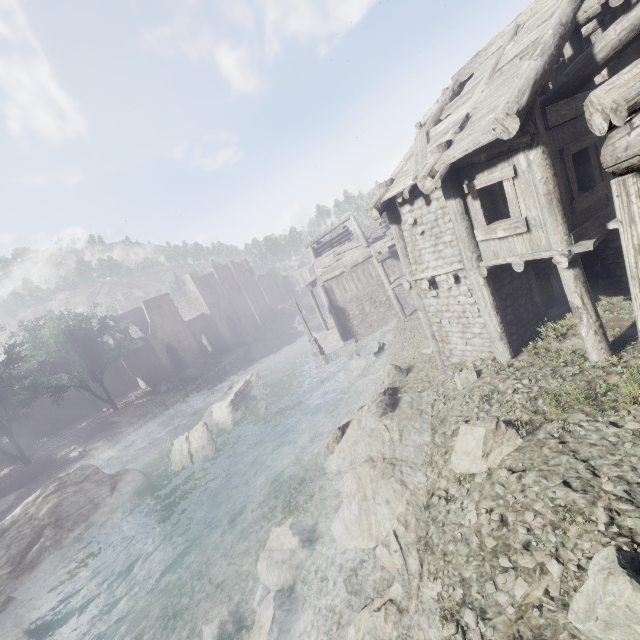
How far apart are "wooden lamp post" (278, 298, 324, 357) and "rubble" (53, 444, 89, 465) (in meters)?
19.80

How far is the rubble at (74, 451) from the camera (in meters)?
25.83

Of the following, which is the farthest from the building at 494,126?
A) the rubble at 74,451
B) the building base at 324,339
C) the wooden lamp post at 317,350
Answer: the rubble at 74,451

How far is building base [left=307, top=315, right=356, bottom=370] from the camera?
25.0 meters

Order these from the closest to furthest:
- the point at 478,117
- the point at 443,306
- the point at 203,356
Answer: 1. the point at 478,117
2. the point at 443,306
3. the point at 203,356

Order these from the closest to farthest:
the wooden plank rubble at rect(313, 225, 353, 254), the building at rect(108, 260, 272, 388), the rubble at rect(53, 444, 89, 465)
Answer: the rubble at rect(53, 444, 89, 465) → the wooden plank rubble at rect(313, 225, 353, 254) → the building at rect(108, 260, 272, 388)

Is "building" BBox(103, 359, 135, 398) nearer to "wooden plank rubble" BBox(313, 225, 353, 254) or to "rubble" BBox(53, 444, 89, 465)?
"wooden plank rubble" BBox(313, 225, 353, 254)

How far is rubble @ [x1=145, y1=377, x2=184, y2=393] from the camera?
36.8 meters
